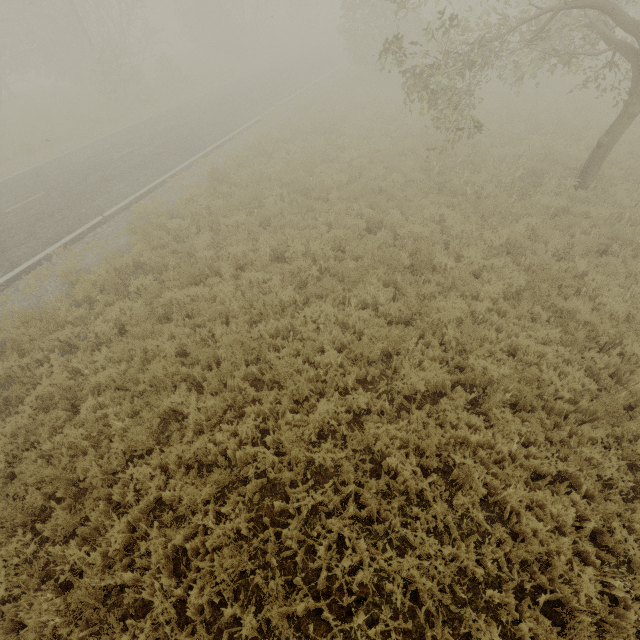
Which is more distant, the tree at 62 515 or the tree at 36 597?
the tree at 62 515

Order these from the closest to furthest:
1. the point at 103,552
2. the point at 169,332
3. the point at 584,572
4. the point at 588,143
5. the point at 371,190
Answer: the point at 584,572 < the point at 103,552 < the point at 169,332 < the point at 371,190 < the point at 588,143

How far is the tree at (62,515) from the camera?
4.4 meters

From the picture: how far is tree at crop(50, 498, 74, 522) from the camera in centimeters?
437cm

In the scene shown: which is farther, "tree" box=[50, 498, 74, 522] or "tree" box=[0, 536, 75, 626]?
"tree" box=[50, 498, 74, 522]
